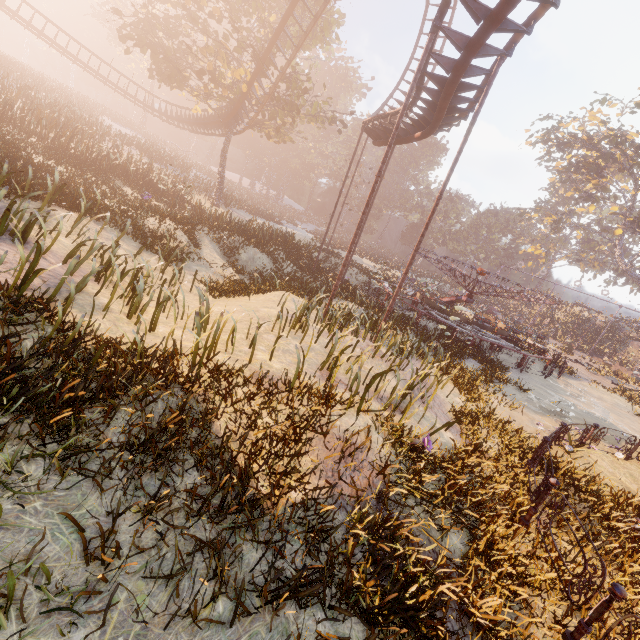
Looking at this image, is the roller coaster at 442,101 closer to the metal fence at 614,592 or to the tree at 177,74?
the tree at 177,74

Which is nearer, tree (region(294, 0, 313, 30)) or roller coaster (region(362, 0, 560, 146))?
roller coaster (region(362, 0, 560, 146))

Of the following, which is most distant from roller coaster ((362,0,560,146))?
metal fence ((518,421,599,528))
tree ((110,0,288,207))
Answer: metal fence ((518,421,599,528))

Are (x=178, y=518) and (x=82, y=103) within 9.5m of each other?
no

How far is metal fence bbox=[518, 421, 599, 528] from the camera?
5.91m

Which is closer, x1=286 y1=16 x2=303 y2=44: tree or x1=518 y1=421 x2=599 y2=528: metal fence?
x1=518 y1=421 x2=599 y2=528: metal fence

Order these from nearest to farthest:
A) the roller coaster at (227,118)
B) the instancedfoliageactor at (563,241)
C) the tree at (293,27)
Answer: the roller coaster at (227,118), the tree at (293,27), the instancedfoliageactor at (563,241)

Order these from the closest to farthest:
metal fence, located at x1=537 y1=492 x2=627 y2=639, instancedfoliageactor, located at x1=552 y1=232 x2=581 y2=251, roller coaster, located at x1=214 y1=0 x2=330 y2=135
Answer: metal fence, located at x1=537 y1=492 x2=627 y2=639 < roller coaster, located at x1=214 y1=0 x2=330 y2=135 < instancedfoliageactor, located at x1=552 y1=232 x2=581 y2=251
